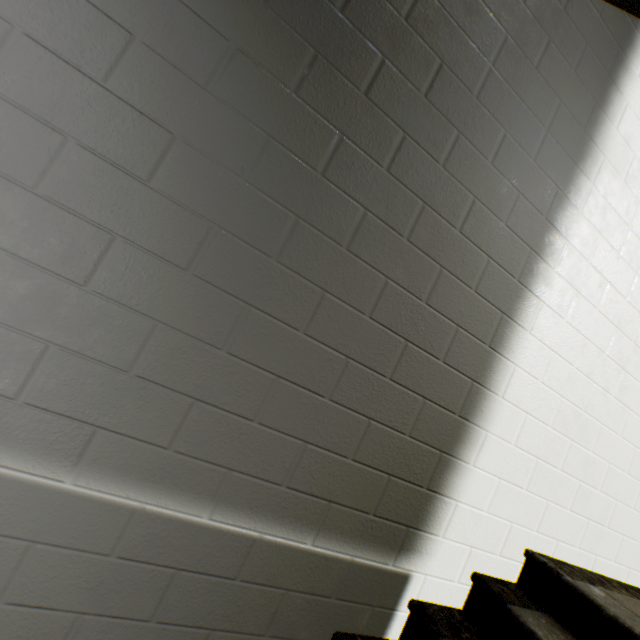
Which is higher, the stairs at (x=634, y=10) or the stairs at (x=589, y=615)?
the stairs at (x=634, y=10)

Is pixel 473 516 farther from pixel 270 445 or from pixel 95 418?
pixel 95 418

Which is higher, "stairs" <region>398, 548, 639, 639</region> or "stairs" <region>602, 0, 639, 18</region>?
"stairs" <region>602, 0, 639, 18</region>
